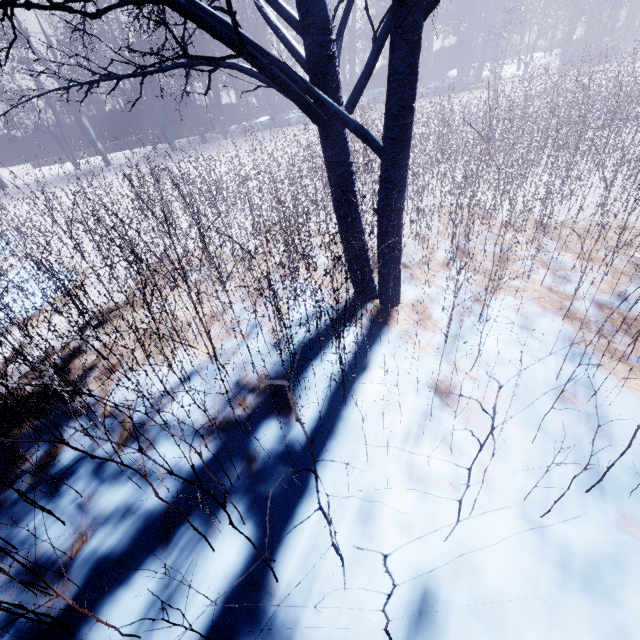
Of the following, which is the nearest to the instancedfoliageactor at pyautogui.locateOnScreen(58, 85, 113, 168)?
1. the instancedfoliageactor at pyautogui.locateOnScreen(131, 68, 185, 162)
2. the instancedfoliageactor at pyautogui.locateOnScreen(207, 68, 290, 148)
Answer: the instancedfoliageactor at pyautogui.locateOnScreen(131, 68, 185, 162)

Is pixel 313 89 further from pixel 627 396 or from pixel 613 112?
pixel 613 112

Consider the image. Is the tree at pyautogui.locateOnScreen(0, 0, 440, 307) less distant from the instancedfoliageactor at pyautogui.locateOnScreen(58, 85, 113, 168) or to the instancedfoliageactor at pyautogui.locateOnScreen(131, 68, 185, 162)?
the instancedfoliageactor at pyautogui.locateOnScreen(58, 85, 113, 168)

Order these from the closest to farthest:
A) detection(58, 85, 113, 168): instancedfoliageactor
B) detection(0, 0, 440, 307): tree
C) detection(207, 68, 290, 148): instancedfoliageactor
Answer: detection(0, 0, 440, 307): tree < detection(207, 68, 290, 148): instancedfoliageactor < detection(58, 85, 113, 168): instancedfoliageactor

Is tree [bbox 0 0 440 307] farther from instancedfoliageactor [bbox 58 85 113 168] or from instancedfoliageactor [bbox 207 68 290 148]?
instancedfoliageactor [bbox 207 68 290 148]

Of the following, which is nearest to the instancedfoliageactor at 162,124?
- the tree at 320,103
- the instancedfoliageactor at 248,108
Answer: the instancedfoliageactor at 248,108

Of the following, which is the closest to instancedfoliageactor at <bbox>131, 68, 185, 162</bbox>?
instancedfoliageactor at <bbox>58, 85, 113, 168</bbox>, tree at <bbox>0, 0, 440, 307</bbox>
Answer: instancedfoliageactor at <bbox>58, 85, 113, 168</bbox>

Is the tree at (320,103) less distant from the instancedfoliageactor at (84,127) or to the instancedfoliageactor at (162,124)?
the instancedfoliageactor at (84,127)
